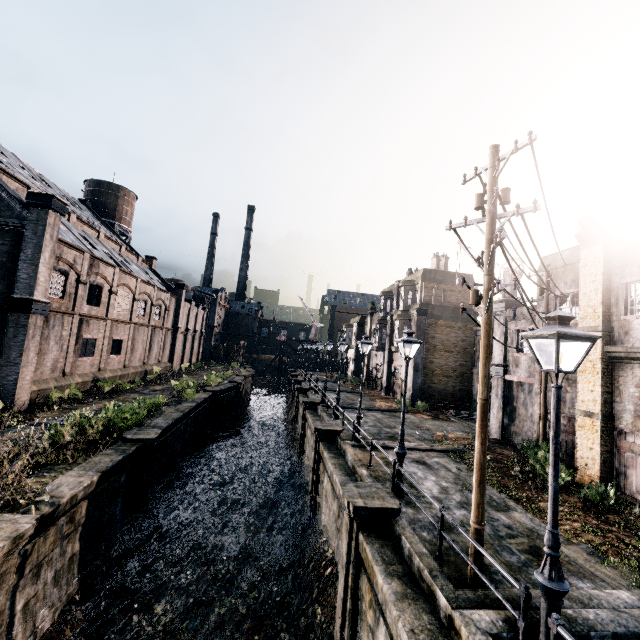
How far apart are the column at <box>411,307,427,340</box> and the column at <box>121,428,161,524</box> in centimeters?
2209cm

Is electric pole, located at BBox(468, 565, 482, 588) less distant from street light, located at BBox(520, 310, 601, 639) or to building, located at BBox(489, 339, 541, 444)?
building, located at BBox(489, 339, 541, 444)

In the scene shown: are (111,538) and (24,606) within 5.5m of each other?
yes

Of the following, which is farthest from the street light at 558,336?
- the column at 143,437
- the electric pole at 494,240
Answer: the column at 143,437

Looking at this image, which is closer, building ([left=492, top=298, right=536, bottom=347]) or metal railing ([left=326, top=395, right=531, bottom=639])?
metal railing ([left=326, top=395, right=531, bottom=639])

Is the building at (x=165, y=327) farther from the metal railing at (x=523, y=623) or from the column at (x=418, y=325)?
the column at (x=418, y=325)

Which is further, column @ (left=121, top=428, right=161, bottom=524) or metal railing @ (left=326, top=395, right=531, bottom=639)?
column @ (left=121, top=428, right=161, bottom=524)

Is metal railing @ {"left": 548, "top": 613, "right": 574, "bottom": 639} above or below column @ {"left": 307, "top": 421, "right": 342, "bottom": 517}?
above
